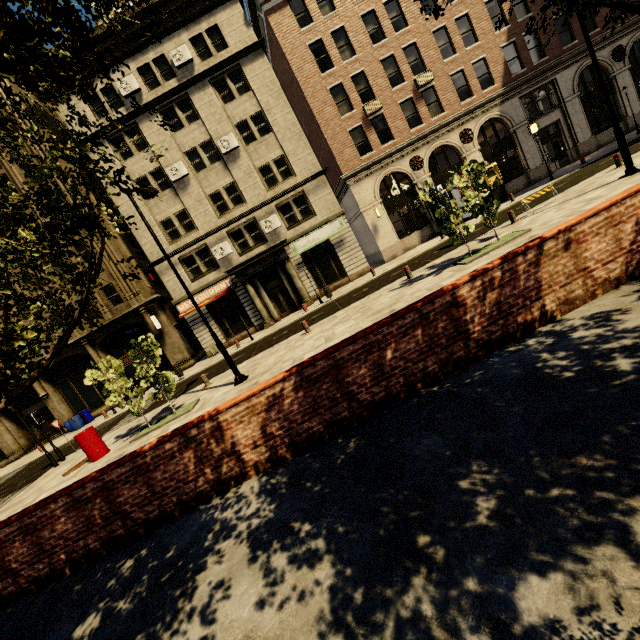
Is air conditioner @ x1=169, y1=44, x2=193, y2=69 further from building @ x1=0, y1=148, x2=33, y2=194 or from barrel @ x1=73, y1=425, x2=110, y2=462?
barrel @ x1=73, y1=425, x2=110, y2=462

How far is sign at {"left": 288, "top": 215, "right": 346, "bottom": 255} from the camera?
23.1 meters

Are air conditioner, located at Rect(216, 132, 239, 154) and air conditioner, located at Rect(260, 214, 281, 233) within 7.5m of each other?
yes

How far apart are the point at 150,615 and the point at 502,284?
6.0m

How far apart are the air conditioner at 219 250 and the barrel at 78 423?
15.07m

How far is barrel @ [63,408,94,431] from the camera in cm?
2352

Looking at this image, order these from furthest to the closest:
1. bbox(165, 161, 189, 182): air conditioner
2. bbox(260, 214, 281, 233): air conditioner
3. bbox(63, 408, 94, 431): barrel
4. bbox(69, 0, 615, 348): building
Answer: bbox(63, 408, 94, 431): barrel < bbox(260, 214, 281, 233): air conditioner < bbox(165, 161, 189, 182): air conditioner < bbox(69, 0, 615, 348): building

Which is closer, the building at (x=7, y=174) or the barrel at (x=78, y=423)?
the building at (x=7, y=174)
